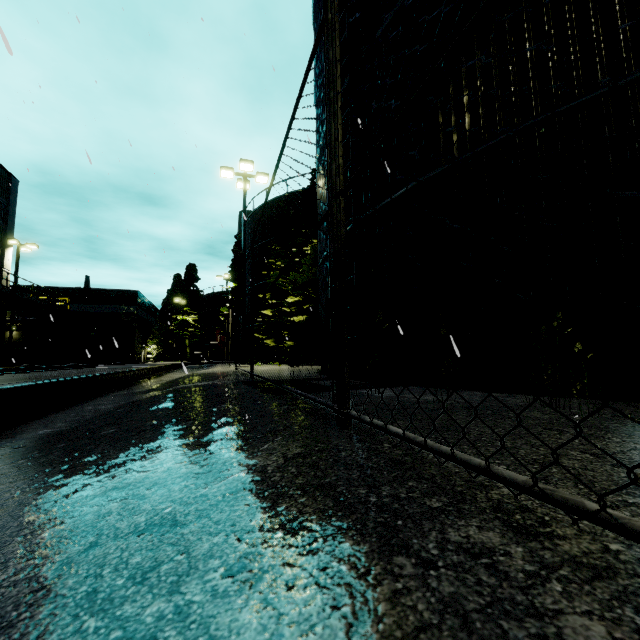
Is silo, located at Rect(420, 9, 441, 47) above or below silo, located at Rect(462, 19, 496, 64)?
above

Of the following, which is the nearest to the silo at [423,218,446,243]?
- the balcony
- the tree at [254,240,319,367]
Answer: the tree at [254,240,319,367]

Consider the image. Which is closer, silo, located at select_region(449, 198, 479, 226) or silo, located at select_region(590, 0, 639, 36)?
silo, located at select_region(590, 0, 639, 36)

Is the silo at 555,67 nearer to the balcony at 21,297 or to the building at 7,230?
the building at 7,230

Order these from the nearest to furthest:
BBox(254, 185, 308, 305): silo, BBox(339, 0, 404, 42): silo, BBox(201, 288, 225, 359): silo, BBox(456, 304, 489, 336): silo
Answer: BBox(456, 304, 489, 336): silo < BBox(339, 0, 404, 42): silo < BBox(254, 185, 308, 305): silo < BBox(201, 288, 225, 359): silo

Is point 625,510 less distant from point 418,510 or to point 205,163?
point 418,510

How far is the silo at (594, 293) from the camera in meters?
3.0 m
